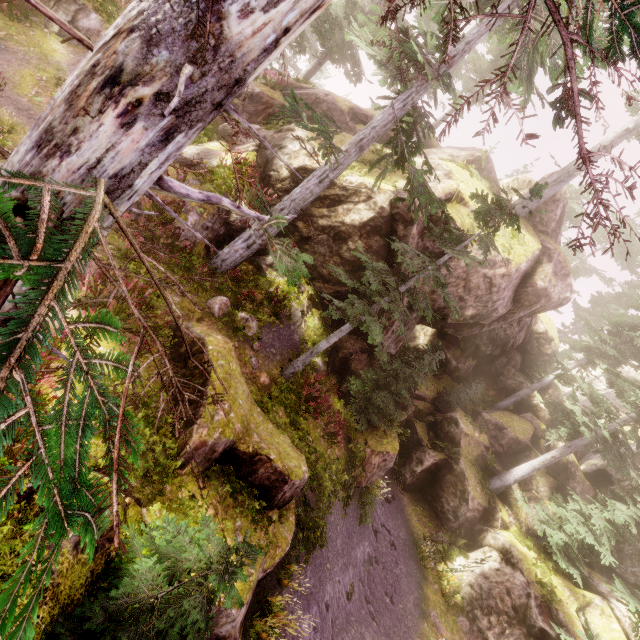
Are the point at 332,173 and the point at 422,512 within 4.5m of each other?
no

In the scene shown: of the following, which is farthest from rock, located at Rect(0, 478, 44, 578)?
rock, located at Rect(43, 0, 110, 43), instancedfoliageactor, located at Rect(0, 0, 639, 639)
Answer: rock, located at Rect(43, 0, 110, 43)

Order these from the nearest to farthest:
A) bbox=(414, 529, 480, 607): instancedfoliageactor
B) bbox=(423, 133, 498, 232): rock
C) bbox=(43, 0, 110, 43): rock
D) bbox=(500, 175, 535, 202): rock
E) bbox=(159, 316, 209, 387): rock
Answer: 1. bbox=(159, 316, 209, 387): rock
2. bbox=(43, 0, 110, 43): rock
3. bbox=(423, 133, 498, 232): rock
4. bbox=(414, 529, 480, 607): instancedfoliageactor
5. bbox=(500, 175, 535, 202): rock

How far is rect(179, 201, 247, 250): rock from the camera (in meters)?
11.34

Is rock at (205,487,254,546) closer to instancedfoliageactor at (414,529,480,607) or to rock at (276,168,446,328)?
instancedfoliageactor at (414,529,480,607)

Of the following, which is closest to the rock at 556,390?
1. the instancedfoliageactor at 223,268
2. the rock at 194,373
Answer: the instancedfoliageactor at 223,268

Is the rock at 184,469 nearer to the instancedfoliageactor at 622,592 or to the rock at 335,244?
the instancedfoliageactor at 622,592
